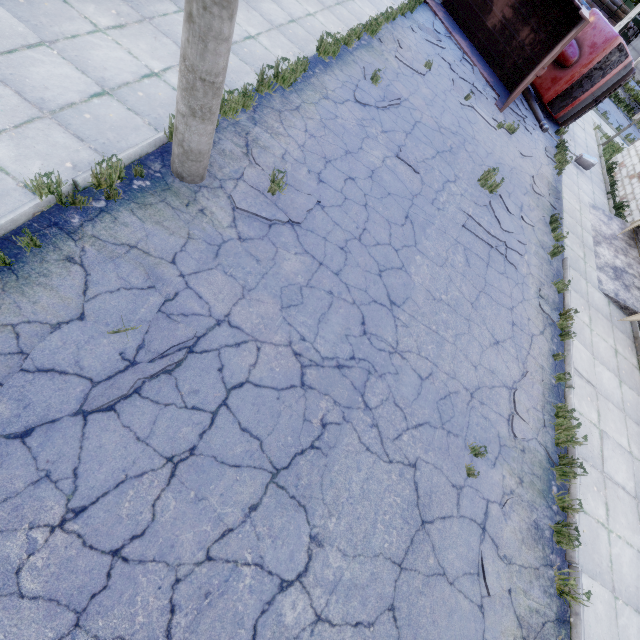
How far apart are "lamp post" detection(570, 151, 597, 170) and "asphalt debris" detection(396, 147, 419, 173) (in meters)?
10.18

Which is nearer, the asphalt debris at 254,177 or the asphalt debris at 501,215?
the asphalt debris at 254,177

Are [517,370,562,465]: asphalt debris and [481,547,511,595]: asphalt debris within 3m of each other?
yes

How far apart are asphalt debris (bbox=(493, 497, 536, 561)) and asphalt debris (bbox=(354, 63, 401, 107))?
8.9m

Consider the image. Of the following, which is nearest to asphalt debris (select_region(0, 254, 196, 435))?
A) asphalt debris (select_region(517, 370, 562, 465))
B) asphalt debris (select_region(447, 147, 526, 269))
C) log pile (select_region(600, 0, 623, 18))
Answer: asphalt debris (select_region(517, 370, 562, 465))

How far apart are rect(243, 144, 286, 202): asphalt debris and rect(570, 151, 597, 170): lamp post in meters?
13.7

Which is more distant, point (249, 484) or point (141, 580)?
point (249, 484)

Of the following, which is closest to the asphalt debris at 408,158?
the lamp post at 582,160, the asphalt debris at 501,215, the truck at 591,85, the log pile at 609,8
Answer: → the asphalt debris at 501,215
